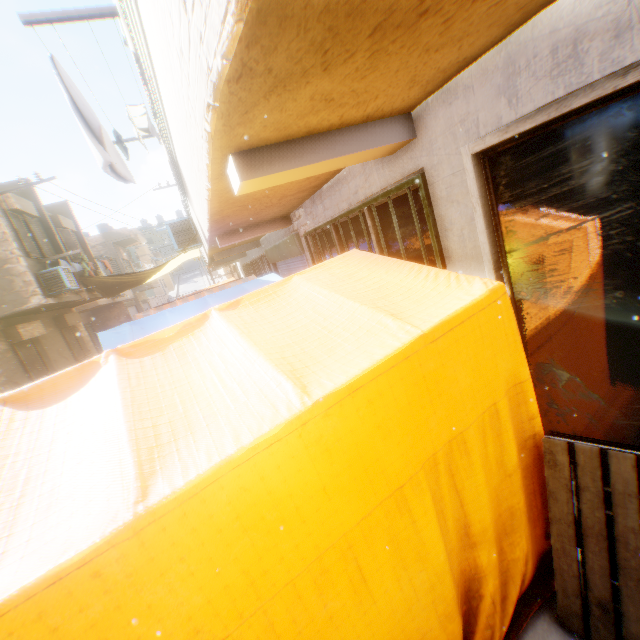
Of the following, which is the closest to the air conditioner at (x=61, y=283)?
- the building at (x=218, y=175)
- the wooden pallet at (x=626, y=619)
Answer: the building at (x=218, y=175)

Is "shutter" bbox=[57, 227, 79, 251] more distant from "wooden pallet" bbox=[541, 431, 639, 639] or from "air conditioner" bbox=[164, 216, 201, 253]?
"wooden pallet" bbox=[541, 431, 639, 639]

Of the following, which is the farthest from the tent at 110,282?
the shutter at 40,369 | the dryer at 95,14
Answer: the dryer at 95,14

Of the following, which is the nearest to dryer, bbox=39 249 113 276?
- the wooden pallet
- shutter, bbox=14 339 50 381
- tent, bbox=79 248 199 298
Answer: → tent, bbox=79 248 199 298

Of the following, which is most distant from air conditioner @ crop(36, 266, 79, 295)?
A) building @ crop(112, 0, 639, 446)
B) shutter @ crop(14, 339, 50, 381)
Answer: shutter @ crop(14, 339, 50, 381)

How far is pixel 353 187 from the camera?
3.4 meters

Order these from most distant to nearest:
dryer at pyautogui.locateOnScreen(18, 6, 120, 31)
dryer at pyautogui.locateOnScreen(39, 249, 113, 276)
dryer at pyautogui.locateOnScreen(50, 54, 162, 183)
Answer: dryer at pyautogui.locateOnScreen(39, 249, 113, 276) < dryer at pyautogui.locateOnScreen(50, 54, 162, 183) < dryer at pyautogui.locateOnScreen(18, 6, 120, 31)

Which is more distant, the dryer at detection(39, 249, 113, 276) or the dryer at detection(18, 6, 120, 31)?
the dryer at detection(39, 249, 113, 276)
